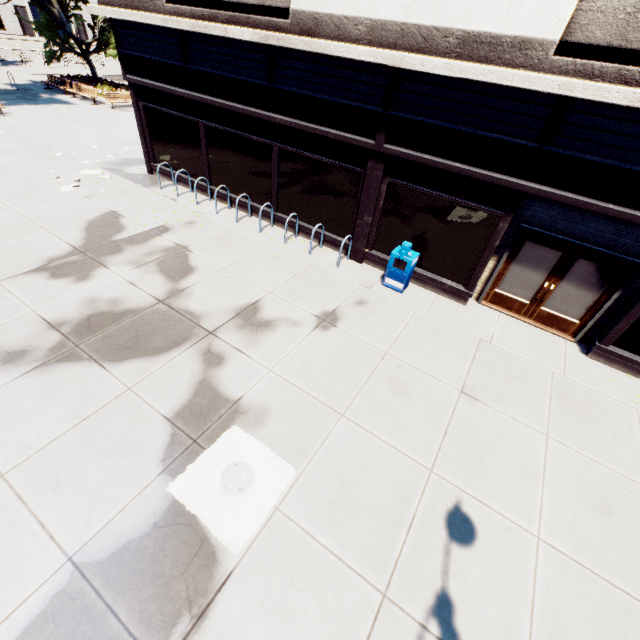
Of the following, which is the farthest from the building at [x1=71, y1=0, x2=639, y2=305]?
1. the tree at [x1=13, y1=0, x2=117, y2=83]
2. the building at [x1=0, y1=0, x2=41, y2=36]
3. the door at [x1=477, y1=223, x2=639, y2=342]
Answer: the building at [x1=0, y1=0, x2=41, y2=36]

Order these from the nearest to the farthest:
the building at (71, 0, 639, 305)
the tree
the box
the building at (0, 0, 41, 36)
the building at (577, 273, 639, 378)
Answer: the building at (71, 0, 639, 305)
the building at (577, 273, 639, 378)
the box
the tree
the building at (0, 0, 41, 36)

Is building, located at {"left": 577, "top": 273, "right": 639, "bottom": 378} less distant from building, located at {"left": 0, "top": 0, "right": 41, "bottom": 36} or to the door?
the door

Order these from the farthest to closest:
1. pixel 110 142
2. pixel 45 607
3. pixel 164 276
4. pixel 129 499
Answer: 1. pixel 110 142
2. pixel 164 276
3. pixel 129 499
4. pixel 45 607

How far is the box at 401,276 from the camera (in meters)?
8.34

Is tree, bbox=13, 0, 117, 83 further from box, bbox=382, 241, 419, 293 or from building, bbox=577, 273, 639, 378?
box, bbox=382, 241, 419, 293

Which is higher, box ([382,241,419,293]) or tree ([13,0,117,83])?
tree ([13,0,117,83])

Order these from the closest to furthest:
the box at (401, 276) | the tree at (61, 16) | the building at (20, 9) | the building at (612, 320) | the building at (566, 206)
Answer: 1. the building at (566, 206)
2. the building at (612, 320)
3. the box at (401, 276)
4. the tree at (61, 16)
5. the building at (20, 9)
